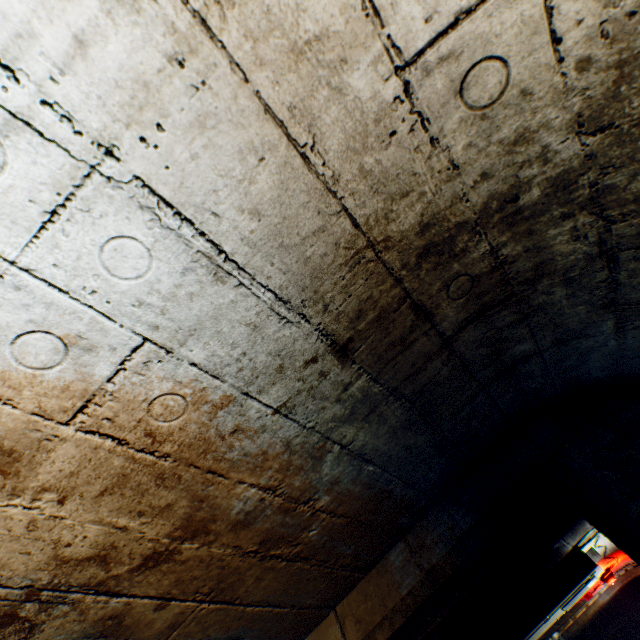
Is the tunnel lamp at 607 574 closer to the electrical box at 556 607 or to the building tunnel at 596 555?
the building tunnel at 596 555

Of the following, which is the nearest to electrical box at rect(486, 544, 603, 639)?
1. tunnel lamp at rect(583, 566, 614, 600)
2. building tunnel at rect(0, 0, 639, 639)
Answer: building tunnel at rect(0, 0, 639, 639)

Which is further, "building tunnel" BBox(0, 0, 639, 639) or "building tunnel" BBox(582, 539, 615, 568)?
"building tunnel" BBox(582, 539, 615, 568)

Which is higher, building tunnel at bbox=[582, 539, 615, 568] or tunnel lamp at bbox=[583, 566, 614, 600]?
building tunnel at bbox=[582, 539, 615, 568]

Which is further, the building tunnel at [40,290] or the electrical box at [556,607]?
the electrical box at [556,607]

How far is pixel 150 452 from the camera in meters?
1.1 m

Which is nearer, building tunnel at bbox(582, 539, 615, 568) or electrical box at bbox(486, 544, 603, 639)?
electrical box at bbox(486, 544, 603, 639)
